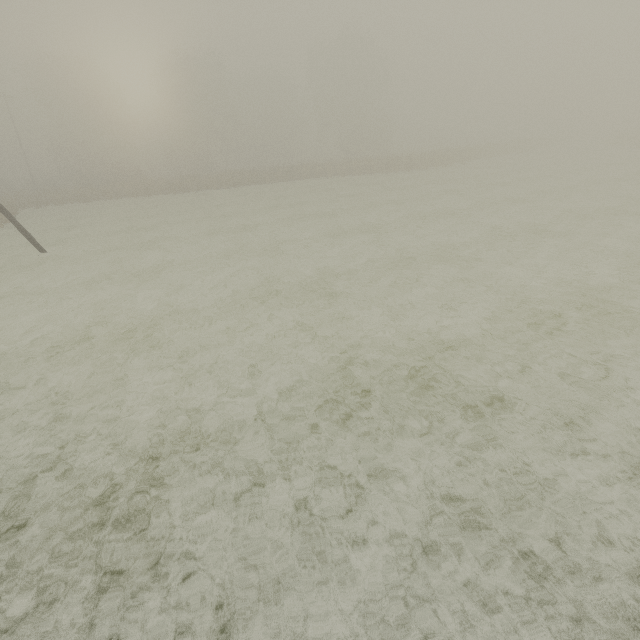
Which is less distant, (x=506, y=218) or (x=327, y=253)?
(x=327, y=253)
